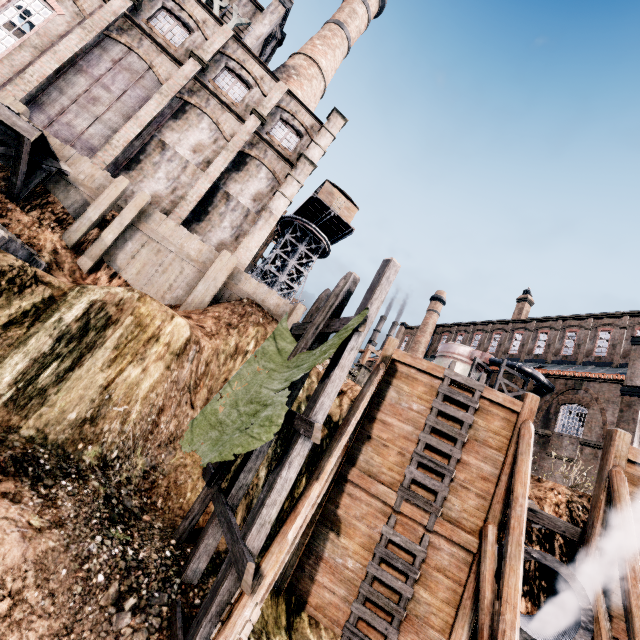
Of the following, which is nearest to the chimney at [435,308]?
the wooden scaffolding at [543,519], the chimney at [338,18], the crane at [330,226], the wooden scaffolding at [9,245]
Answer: the crane at [330,226]

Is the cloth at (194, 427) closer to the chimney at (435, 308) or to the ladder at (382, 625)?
the ladder at (382, 625)

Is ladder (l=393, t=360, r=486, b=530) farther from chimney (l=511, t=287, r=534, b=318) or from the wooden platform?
chimney (l=511, t=287, r=534, b=318)

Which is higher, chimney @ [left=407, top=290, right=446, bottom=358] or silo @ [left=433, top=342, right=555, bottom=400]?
chimney @ [left=407, top=290, right=446, bottom=358]

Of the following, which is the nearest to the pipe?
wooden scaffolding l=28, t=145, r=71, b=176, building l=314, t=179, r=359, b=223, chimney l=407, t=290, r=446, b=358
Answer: wooden scaffolding l=28, t=145, r=71, b=176

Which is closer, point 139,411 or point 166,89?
point 139,411

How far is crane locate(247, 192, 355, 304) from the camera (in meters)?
38.75

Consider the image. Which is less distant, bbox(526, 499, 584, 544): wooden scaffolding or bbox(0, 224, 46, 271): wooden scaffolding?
bbox(0, 224, 46, 271): wooden scaffolding
